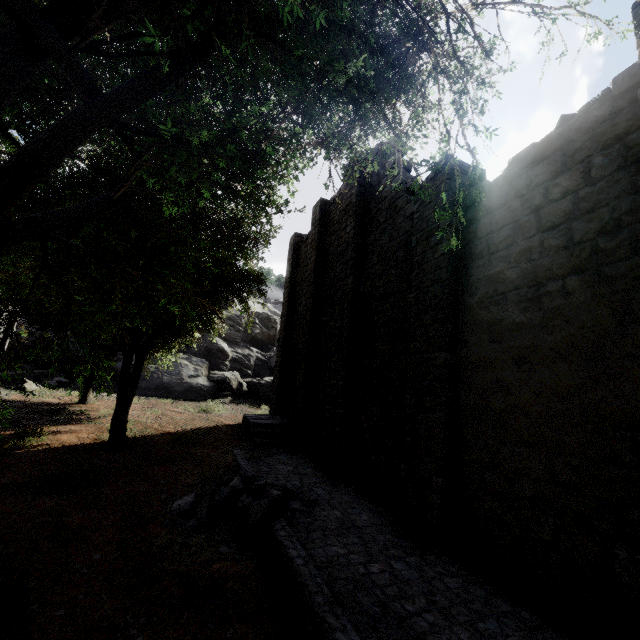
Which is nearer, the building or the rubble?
the building

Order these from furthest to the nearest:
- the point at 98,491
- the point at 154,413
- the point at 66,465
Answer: the point at 154,413, the point at 66,465, the point at 98,491

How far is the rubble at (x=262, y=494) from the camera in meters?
6.9

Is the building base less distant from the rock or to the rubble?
the rubble

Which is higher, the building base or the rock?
the rock

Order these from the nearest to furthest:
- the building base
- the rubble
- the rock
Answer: the building base → the rubble → the rock

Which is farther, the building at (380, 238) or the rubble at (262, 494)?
the rubble at (262, 494)

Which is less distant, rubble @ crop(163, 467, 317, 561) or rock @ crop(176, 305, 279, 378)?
rubble @ crop(163, 467, 317, 561)
